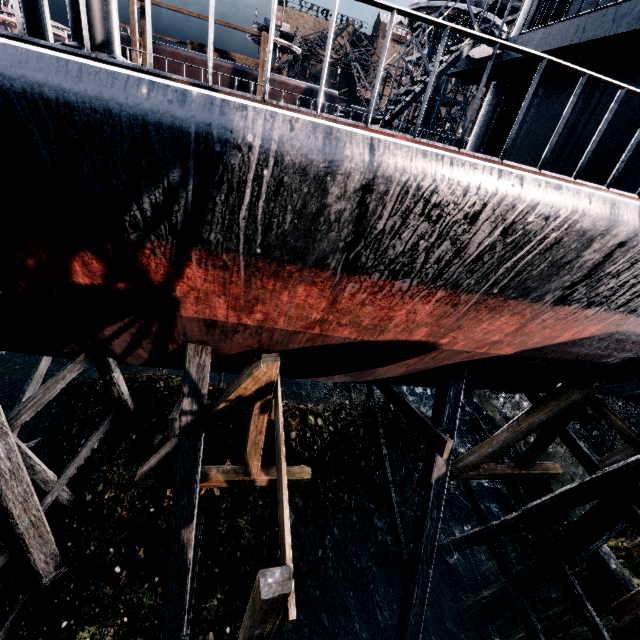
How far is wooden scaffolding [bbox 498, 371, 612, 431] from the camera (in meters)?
8.76

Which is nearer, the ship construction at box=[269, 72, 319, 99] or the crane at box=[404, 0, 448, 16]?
the crane at box=[404, 0, 448, 16]

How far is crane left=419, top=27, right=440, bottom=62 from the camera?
20.2 meters

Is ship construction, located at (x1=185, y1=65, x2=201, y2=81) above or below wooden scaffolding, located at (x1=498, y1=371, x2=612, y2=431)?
above

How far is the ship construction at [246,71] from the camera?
24.2m

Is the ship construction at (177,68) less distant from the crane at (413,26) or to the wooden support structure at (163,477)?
the crane at (413,26)

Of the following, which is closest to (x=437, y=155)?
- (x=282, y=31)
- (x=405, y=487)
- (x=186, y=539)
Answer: (x=186, y=539)
